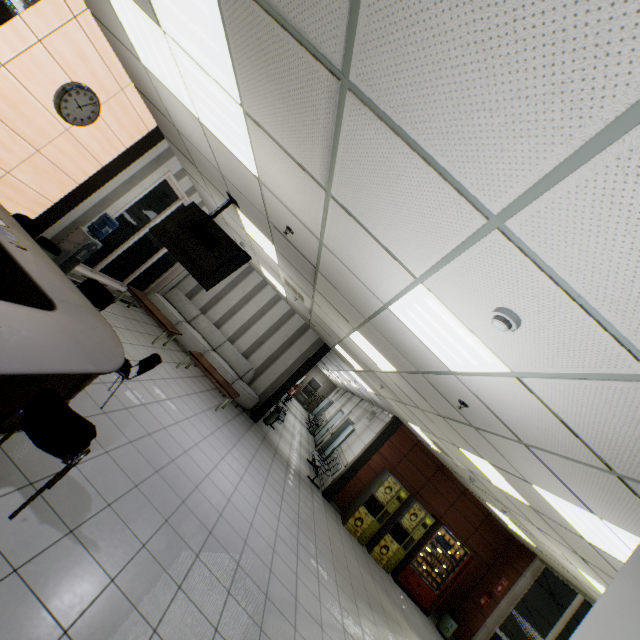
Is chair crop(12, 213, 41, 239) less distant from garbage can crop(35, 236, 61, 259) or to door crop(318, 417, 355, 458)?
garbage can crop(35, 236, 61, 259)

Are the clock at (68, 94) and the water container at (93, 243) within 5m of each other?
yes

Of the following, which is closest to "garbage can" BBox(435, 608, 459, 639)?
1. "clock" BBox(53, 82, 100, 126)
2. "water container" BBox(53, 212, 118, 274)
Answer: "water container" BBox(53, 212, 118, 274)

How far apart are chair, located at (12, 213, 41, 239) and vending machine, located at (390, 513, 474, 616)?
11.12m

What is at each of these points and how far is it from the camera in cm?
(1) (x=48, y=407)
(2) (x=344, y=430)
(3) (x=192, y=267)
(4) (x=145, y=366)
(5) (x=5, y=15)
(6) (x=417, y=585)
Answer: (1) chair, 224
(2) door, 1343
(3) tv, 486
(4) chair, 427
(5) sign, 335
(6) vending machine, 868

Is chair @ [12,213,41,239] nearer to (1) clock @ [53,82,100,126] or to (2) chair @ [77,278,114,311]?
(2) chair @ [77,278,114,311]

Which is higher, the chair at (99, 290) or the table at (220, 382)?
the chair at (99, 290)

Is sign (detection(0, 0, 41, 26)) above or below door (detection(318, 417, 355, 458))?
above
